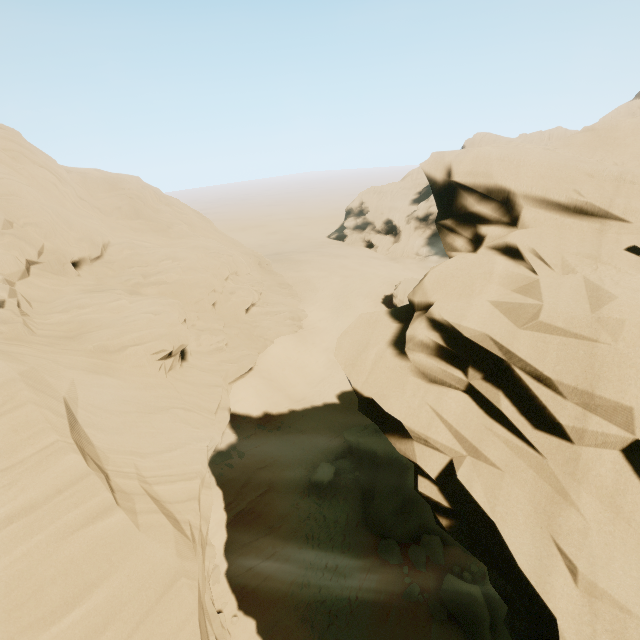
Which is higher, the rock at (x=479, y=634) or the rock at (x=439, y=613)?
the rock at (x=479, y=634)

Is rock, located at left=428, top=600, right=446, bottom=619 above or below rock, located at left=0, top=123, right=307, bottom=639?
below

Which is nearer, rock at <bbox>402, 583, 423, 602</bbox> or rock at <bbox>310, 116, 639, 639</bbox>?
rock at <bbox>310, 116, 639, 639</bbox>

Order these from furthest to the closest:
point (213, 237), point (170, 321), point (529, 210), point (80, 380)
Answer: point (213, 237) → point (170, 321) → point (80, 380) → point (529, 210)

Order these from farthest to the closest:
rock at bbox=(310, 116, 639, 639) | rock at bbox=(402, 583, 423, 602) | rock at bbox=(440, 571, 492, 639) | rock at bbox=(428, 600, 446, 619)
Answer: rock at bbox=(402, 583, 423, 602) < rock at bbox=(428, 600, 446, 619) < rock at bbox=(440, 571, 492, 639) < rock at bbox=(310, 116, 639, 639)

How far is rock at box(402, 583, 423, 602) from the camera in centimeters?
1376cm
